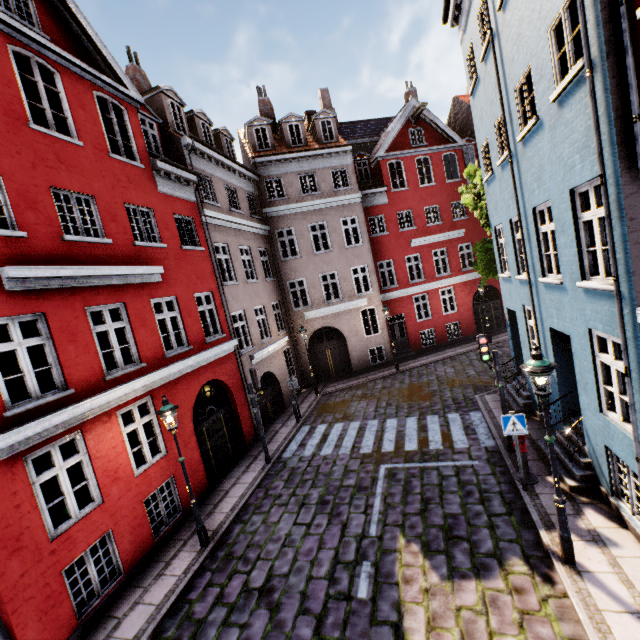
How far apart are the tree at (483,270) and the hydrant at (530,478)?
8.6 meters

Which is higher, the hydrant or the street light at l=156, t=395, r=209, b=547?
the street light at l=156, t=395, r=209, b=547

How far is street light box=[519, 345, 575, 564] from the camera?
5.3m

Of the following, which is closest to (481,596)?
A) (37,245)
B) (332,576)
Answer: (332,576)

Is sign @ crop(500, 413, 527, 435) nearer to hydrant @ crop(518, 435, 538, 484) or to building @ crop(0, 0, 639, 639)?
hydrant @ crop(518, 435, 538, 484)

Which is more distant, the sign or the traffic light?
the traffic light

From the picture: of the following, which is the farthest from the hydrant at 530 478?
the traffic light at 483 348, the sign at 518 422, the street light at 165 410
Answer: the street light at 165 410

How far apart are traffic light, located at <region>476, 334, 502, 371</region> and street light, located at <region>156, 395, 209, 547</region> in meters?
8.0
